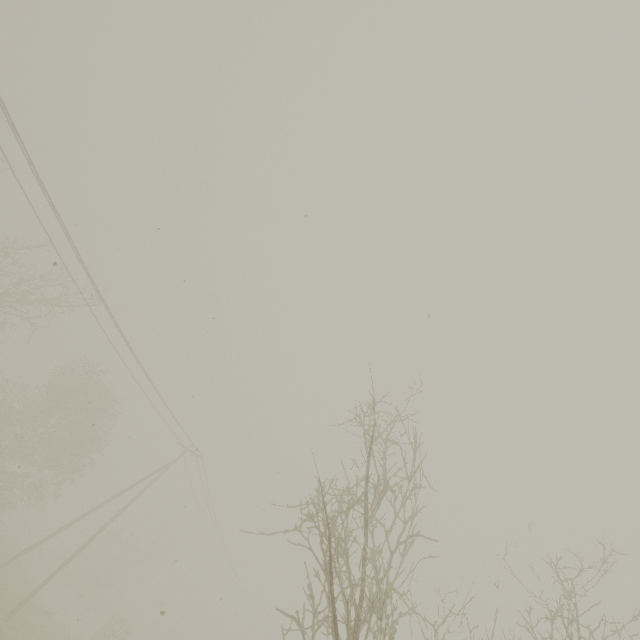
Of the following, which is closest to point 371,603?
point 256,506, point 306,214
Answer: point 306,214
